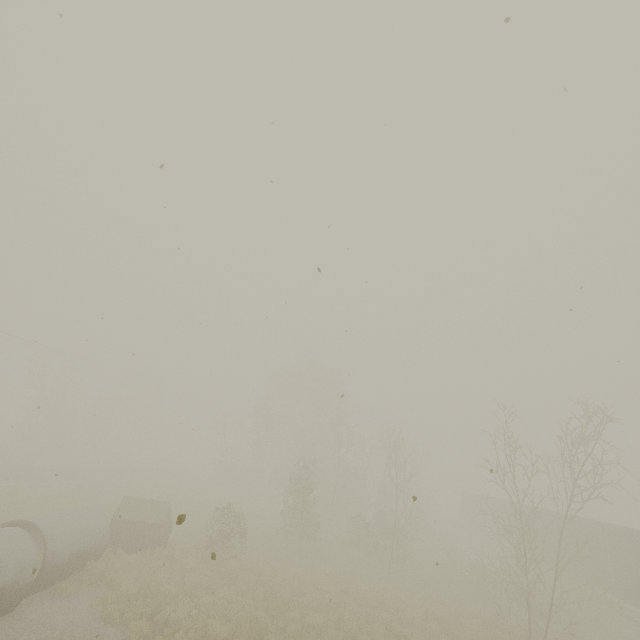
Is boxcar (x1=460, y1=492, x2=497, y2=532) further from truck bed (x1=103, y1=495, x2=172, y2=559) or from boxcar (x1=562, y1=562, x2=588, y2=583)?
truck bed (x1=103, y1=495, x2=172, y2=559)

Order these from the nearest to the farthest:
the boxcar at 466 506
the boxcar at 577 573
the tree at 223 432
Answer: → the boxcar at 577 573 < the boxcar at 466 506 < the tree at 223 432

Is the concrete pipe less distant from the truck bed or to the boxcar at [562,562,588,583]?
the truck bed

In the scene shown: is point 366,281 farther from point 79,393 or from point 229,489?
point 79,393

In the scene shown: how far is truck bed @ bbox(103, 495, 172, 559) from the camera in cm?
1484

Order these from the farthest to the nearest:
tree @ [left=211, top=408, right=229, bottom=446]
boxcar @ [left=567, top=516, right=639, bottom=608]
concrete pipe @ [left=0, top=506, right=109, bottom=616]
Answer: tree @ [left=211, top=408, right=229, bottom=446] < boxcar @ [left=567, top=516, right=639, bottom=608] < concrete pipe @ [left=0, top=506, right=109, bottom=616]

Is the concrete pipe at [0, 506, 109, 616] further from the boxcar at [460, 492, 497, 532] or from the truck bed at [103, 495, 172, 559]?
the boxcar at [460, 492, 497, 532]

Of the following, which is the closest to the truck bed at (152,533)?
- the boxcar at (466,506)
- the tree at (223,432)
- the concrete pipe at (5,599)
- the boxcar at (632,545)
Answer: the concrete pipe at (5,599)
